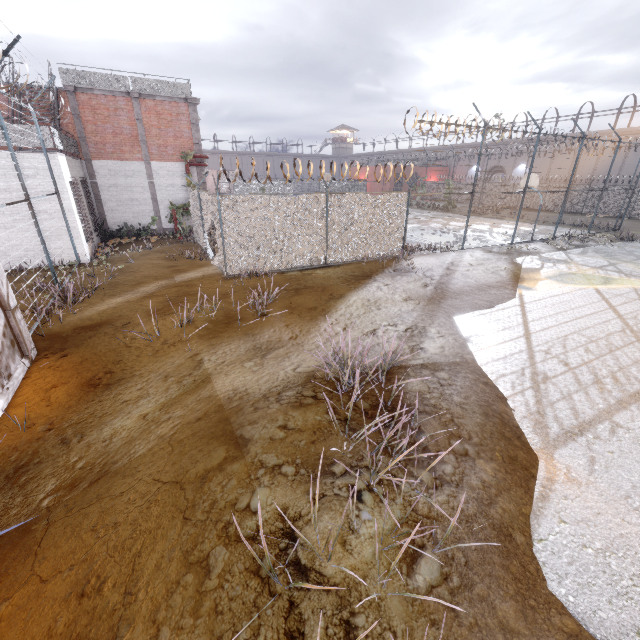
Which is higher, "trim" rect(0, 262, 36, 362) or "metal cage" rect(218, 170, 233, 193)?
"metal cage" rect(218, 170, 233, 193)

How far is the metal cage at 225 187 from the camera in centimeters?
4503cm

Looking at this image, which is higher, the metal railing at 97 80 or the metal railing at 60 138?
the metal railing at 97 80

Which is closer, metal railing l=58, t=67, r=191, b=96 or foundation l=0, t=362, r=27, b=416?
foundation l=0, t=362, r=27, b=416

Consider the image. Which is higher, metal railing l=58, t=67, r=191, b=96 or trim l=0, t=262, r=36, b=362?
metal railing l=58, t=67, r=191, b=96

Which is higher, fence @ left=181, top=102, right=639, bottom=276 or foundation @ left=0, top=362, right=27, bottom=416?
fence @ left=181, top=102, right=639, bottom=276

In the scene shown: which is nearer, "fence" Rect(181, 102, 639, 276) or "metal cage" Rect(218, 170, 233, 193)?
"fence" Rect(181, 102, 639, 276)

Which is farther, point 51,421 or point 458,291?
point 458,291
